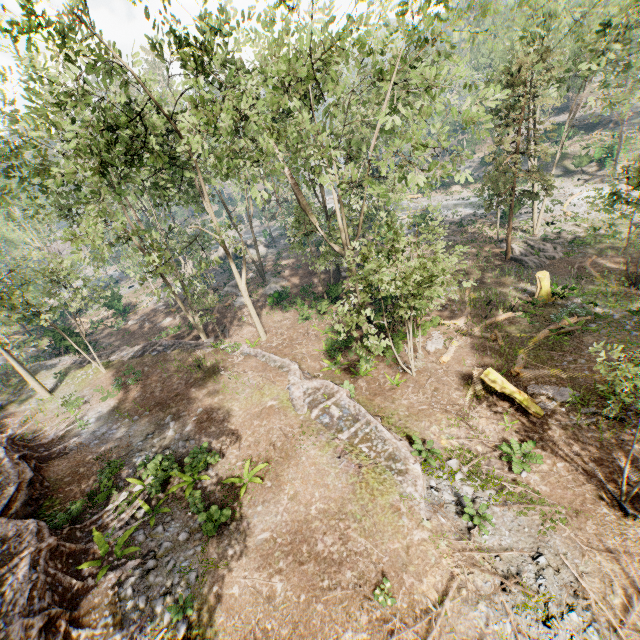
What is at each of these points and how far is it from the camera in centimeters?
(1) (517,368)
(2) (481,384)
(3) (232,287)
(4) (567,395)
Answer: (1) foliage, 1677cm
(2) tree trunk, 1623cm
(3) rock, 3731cm
(4) foliage, 1477cm

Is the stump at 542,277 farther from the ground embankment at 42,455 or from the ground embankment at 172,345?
the ground embankment at 42,455

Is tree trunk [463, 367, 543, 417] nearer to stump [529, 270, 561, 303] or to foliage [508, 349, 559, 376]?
foliage [508, 349, 559, 376]

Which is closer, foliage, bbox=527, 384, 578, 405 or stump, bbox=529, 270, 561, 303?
foliage, bbox=527, 384, 578, 405

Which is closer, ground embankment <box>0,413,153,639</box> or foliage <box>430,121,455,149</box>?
ground embankment <box>0,413,153,639</box>

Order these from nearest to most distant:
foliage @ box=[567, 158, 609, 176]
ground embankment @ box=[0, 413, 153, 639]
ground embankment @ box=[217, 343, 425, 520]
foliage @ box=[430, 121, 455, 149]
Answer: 1. ground embankment @ box=[0, 413, 153, 639]
2. foliage @ box=[430, 121, 455, 149]
3. ground embankment @ box=[217, 343, 425, 520]
4. foliage @ box=[567, 158, 609, 176]

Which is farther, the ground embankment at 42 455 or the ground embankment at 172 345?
the ground embankment at 172 345

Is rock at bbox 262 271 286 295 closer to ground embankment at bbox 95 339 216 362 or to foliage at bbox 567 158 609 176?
foliage at bbox 567 158 609 176
